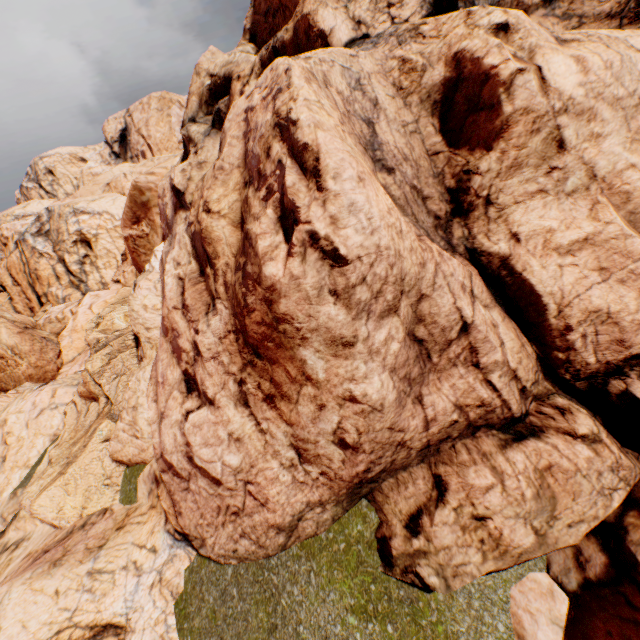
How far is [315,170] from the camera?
3.33m
